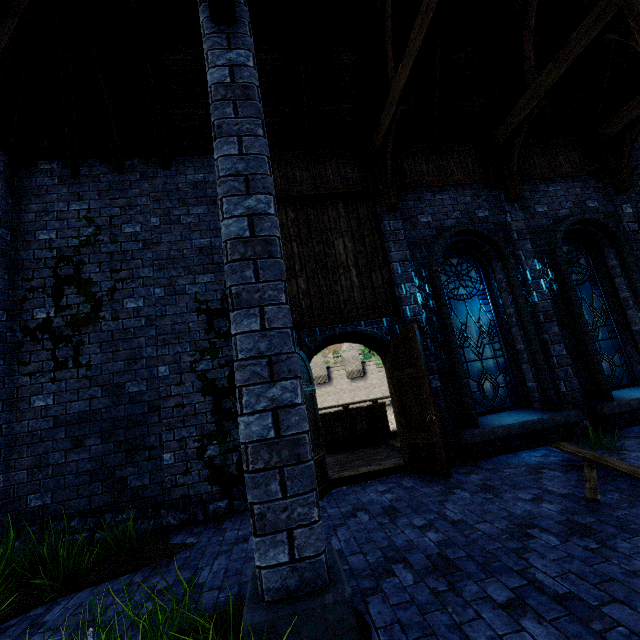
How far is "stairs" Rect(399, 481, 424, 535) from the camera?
3.8 meters

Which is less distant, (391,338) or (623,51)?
(391,338)

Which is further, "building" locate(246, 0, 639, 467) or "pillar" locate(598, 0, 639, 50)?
"building" locate(246, 0, 639, 467)

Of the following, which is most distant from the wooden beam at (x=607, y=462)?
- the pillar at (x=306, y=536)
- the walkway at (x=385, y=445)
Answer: the pillar at (x=306, y=536)

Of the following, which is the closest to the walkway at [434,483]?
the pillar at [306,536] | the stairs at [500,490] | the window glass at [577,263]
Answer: the stairs at [500,490]

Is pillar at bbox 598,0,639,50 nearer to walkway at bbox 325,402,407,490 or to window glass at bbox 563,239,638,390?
window glass at bbox 563,239,638,390

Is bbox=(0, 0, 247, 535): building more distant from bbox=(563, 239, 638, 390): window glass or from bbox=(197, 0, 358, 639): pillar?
bbox=(563, 239, 638, 390): window glass
